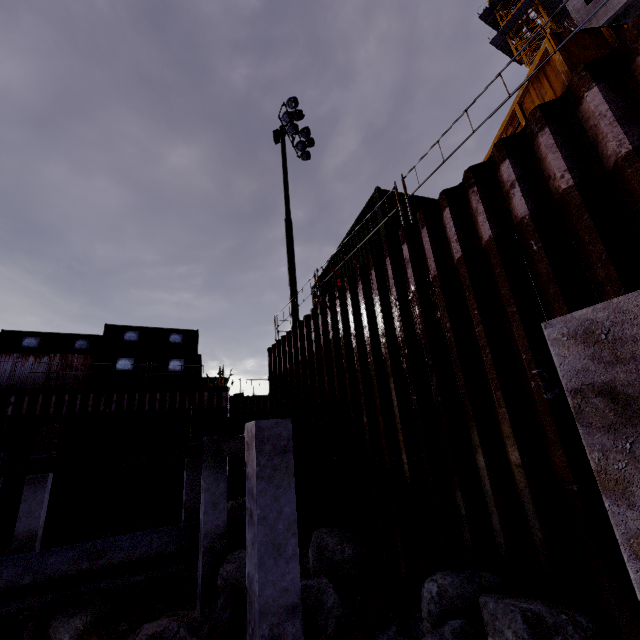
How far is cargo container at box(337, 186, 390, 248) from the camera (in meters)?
8.51

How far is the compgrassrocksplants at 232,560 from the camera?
7.0 meters

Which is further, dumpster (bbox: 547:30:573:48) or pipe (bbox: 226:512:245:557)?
pipe (bbox: 226:512:245:557)

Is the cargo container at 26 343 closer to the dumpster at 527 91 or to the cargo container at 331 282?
the cargo container at 331 282

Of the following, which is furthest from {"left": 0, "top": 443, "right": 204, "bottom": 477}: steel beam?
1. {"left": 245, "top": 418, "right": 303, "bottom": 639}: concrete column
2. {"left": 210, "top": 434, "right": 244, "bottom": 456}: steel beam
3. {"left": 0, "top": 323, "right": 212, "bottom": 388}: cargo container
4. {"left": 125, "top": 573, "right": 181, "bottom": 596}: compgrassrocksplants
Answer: {"left": 0, "top": 323, "right": 212, "bottom": 388}: cargo container

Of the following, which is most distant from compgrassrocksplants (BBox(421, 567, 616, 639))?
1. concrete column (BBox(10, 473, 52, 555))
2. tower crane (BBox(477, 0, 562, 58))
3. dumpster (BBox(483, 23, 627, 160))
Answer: tower crane (BBox(477, 0, 562, 58))

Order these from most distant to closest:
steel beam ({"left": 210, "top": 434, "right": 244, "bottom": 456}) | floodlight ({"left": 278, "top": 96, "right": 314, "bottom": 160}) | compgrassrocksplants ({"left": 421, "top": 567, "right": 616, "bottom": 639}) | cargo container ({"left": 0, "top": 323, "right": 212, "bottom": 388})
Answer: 1. cargo container ({"left": 0, "top": 323, "right": 212, "bottom": 388})
2. floodlight ({"left": 278, "top": 96, "right": 314, "bottom": 160})
3. steel beam ({"left": 210, "top": 434, "right": 244, "bottom": 456})
4. compgrassrocksplants ({"left": 421, "top": 567, "right": 616, "bottom": 639})

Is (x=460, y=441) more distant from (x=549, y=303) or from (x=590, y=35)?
(x=590, y=35)
